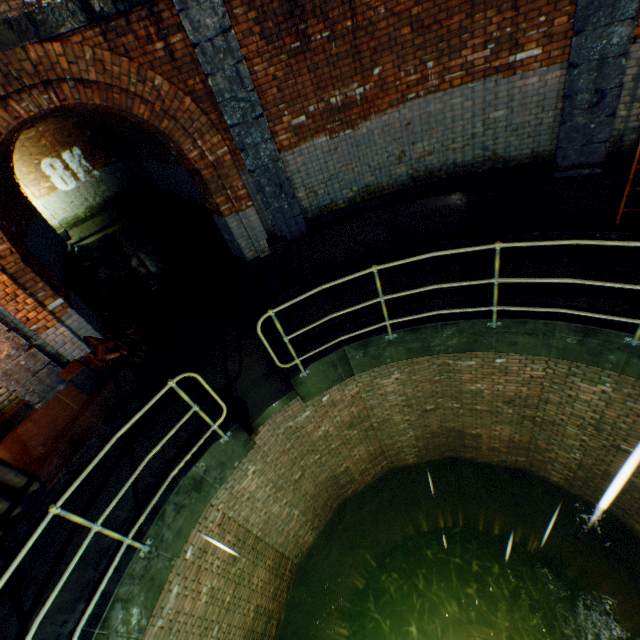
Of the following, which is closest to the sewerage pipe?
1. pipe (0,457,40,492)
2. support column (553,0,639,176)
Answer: pipe (0,457,40,492)

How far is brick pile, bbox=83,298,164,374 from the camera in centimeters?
600cm

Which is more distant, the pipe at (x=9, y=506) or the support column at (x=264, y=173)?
the support column at (x=264, y=173)

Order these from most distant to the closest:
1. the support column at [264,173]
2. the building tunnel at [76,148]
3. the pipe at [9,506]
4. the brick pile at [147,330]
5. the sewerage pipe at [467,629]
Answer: the sewerage pipe at [467,629] → the building tunnel at [76,148] → the brick pile at [147,330] → the support column at [264,173] → the pipe at [9,506]

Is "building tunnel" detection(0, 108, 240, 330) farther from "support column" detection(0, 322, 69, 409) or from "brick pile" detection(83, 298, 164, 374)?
"support column" detection(0, 322, 69, 409)

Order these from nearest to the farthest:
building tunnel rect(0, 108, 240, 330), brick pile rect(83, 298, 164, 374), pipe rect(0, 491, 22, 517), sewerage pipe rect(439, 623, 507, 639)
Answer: pipe rect(0, 491, 22, 517) < brick pile rect(83, 298, 164, 374) < building tunnel rect(0, 108, 240, 330) < sewerage pipe rect(439, 623, 507, 639)

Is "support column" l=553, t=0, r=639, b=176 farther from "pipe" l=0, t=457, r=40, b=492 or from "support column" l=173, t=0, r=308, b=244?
"support column" l=173, t=0, r=308, b=244

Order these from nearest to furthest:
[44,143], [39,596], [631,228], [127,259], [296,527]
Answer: [39,596]
[631,228]
[296,527]
[127,259]
[44,143]
